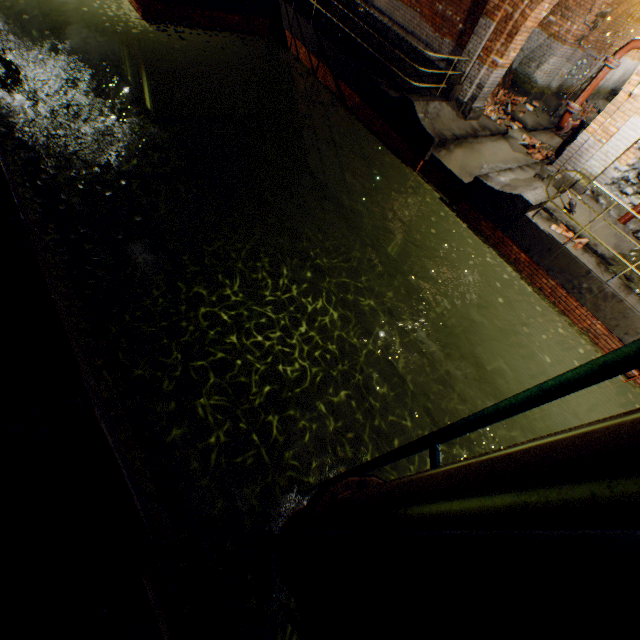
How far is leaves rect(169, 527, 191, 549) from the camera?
3.7m

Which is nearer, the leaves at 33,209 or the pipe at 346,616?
the pipe at 346,616

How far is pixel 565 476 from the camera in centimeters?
90cm

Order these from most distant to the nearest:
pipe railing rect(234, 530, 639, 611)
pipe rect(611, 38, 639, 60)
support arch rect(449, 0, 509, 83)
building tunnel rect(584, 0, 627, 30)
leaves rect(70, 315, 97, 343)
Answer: building tunnel rect(584, 0, 627, 30)
support arch rect(449, 0, 509, 83)
pipe rect(611, 38, 639, 60)
leaves rect(70, 315, 97, 343)
pipe railing rect(234, 530, 639, 611)

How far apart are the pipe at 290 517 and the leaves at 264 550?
0.08m

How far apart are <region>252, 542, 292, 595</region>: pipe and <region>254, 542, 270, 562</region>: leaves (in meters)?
0.08

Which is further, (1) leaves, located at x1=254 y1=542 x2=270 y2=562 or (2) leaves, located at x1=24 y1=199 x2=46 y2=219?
(2) leaves, located at x1=24 y1=199 x2=46 y2=219

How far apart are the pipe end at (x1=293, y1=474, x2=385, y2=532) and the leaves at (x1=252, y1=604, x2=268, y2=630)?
1.48m
